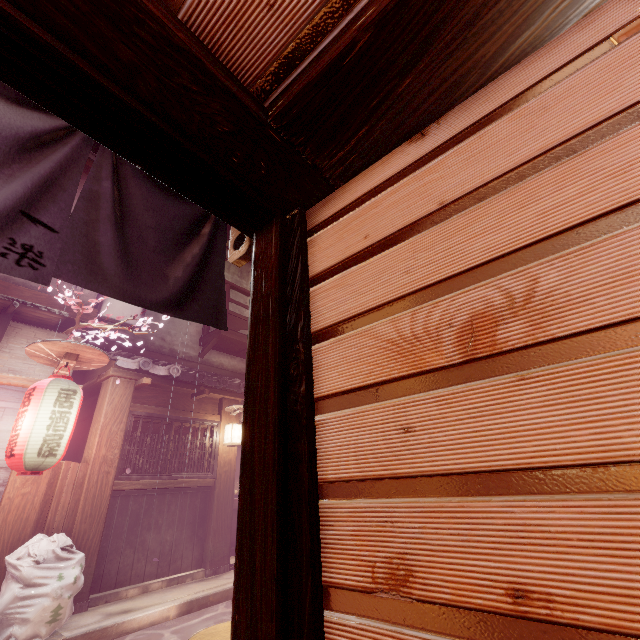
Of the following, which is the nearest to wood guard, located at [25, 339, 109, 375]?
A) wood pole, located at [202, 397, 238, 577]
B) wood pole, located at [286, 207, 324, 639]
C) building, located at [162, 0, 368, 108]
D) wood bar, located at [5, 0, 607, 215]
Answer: wood pole, located at [202, 397, 238, 577]

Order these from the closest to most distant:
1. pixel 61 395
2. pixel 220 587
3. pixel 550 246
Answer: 1. pixel 550 246
2. pixel 61 395
3. pixel 220 587

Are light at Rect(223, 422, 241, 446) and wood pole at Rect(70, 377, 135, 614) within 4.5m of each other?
yes

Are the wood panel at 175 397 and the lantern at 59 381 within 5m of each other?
yes

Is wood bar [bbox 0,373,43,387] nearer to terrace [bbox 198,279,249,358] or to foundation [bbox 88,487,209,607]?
foundation [bbox 88,487,209,607]

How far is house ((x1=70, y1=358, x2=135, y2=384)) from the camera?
10.5m

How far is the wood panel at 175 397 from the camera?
11.04m

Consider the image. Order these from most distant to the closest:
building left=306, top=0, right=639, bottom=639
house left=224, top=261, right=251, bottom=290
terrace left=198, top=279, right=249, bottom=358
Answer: house left=224, top=261, right=251, bottom=290
terrace left=198, top=279, right=249, bottom=358
building left=306, top=0, right=639, bottom=639
